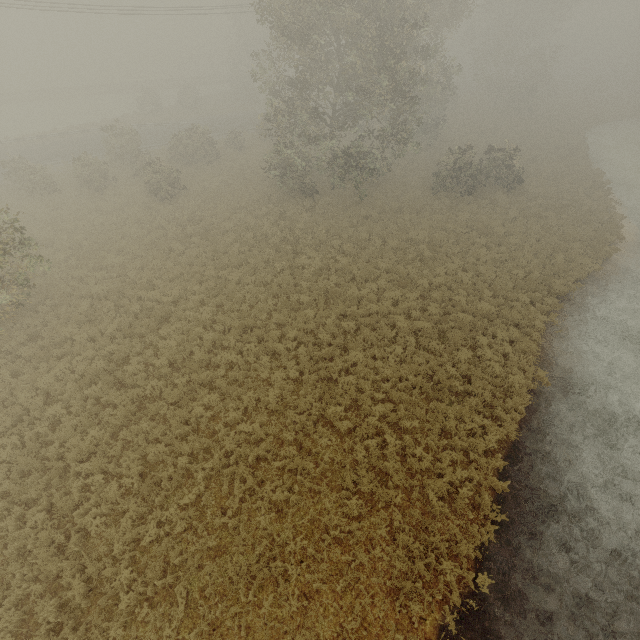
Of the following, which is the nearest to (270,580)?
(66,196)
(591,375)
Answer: (591,375)
